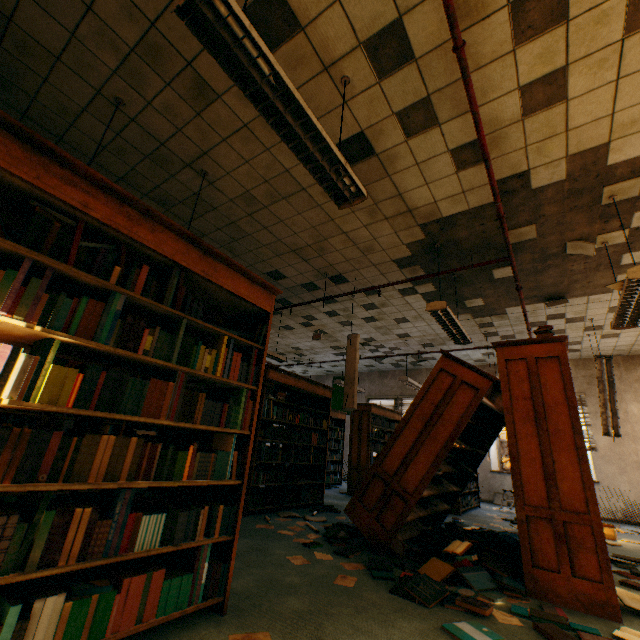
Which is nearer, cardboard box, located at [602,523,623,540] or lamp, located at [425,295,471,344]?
lamp, located at [425,295,471,344]

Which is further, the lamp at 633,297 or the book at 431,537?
the lamp at 633,297

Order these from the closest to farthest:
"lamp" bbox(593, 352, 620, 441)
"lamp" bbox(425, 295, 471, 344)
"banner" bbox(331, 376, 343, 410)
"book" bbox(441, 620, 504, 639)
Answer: "book" bbox(441, 620, 504, 639) → "lamp" bbox(425, 295, 471, 344) → "lamp" bbox(593, 352, 620, 441) → "banner" bbox(331, 376, 343, 410)

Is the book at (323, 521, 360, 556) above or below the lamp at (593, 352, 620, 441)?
below

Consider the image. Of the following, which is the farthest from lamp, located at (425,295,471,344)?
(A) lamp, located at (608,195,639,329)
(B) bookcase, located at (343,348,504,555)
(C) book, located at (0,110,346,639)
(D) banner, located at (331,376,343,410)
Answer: (D) banner, located at (331,376,343,410)

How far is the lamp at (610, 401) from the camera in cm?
603

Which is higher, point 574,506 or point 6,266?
point 6,266

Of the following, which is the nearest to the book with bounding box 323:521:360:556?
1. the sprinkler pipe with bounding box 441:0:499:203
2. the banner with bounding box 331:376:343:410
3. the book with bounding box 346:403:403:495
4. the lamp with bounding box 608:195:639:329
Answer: the book with bounding box 346:403:403:495
